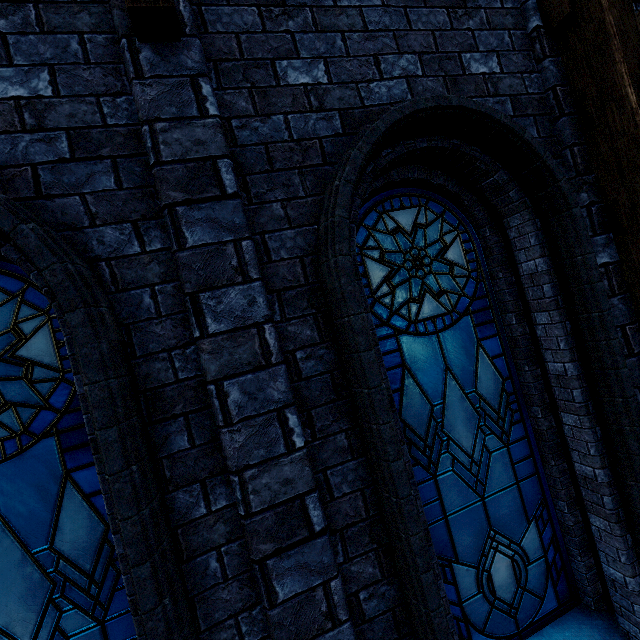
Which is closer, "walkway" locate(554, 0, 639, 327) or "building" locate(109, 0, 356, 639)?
"building" locate(109, 0, 356, 639)

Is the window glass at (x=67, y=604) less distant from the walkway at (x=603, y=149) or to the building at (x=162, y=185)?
the building at (x=162, y=185)

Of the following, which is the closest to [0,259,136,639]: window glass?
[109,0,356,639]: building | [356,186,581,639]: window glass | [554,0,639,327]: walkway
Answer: [109,0,356,639]: building

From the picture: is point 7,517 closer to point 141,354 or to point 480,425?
point 141,354

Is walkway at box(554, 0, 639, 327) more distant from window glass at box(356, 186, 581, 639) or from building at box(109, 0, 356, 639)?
window glass at box(356, 186, 581, 639)

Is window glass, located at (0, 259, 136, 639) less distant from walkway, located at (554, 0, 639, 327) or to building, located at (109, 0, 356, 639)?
building, located at (109, 0, 356, 639)

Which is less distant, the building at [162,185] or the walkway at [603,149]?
the building at [162,185]
